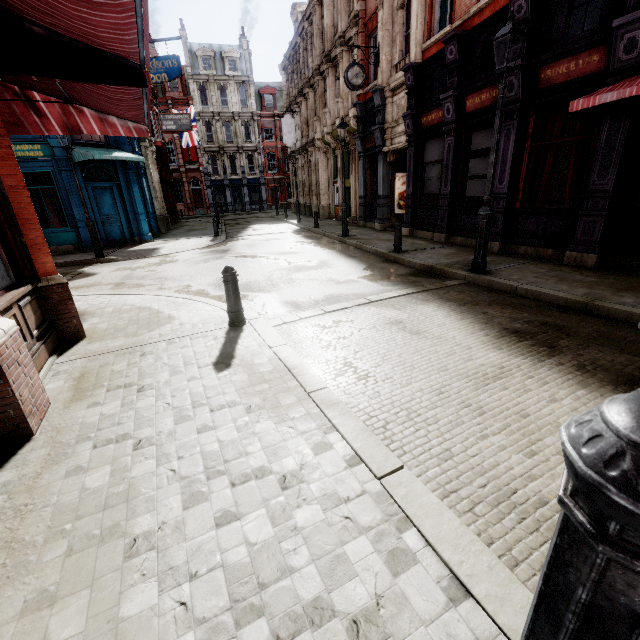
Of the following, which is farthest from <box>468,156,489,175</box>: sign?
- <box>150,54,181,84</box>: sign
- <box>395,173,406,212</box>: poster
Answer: <box>150,54,181,84</box>: sign

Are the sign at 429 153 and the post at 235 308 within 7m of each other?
no

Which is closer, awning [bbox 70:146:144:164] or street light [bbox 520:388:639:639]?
street light [bbox 520:388:639:639]

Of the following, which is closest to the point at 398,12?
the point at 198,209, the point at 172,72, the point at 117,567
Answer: the point at 172,72

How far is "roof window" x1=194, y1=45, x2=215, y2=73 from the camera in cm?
4000

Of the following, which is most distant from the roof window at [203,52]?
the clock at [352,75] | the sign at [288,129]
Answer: the clock at [352,75]

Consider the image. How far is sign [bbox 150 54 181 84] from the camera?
14.1 meters

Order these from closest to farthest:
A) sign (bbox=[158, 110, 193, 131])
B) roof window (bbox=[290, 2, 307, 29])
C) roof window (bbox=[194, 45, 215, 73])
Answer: sign (bbox=[158, 110, 193, 131]), roof window (bbox=[290, 2, 307, 29]), roof window (bbox=[194, 45, 215, 73])
